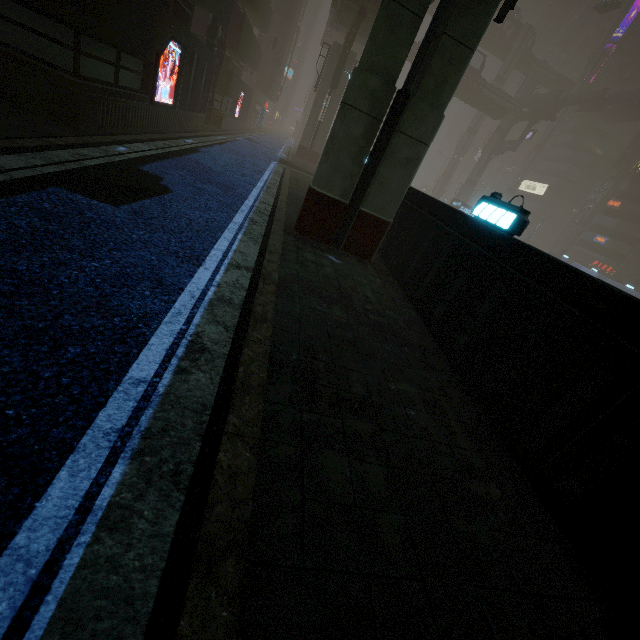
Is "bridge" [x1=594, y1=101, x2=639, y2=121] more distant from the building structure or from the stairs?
the building structure

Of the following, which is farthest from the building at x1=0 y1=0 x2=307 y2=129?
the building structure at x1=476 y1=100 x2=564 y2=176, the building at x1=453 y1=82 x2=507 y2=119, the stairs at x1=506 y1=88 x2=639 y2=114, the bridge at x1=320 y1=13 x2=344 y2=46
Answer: the building at x1=453 y1=82 x2=507 y2=119

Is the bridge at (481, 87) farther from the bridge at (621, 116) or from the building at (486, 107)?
the bridge at (621, 116)

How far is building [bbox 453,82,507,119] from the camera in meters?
48.5 m

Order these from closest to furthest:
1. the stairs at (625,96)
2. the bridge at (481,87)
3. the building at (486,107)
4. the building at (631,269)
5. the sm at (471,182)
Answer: the bridge at (481,87), the building at (486,107), the stairs at (625,96), the building at (631,269), the sm at (471,182)

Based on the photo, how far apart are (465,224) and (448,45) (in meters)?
3.58

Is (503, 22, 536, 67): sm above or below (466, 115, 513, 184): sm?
above

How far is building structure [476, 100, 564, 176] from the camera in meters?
49.4 m
